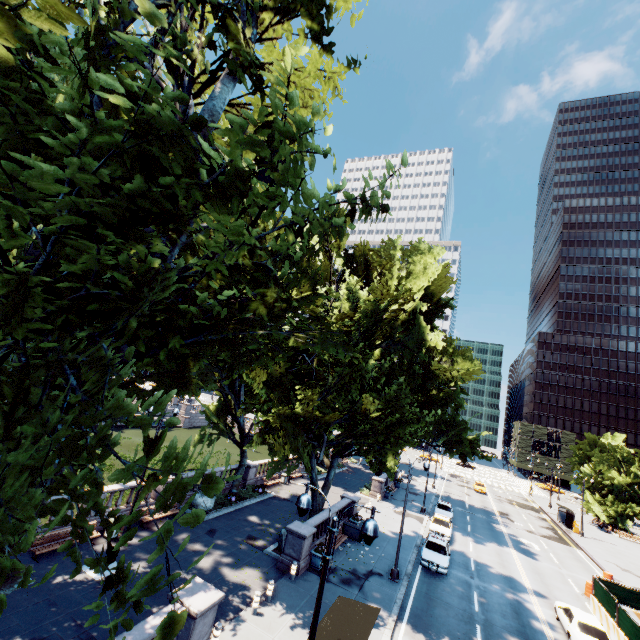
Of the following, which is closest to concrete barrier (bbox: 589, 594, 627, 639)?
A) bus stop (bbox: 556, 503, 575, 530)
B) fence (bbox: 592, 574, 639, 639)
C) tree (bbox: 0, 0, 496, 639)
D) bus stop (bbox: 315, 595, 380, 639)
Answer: fence (bbox: 592, 574, 639, 639)

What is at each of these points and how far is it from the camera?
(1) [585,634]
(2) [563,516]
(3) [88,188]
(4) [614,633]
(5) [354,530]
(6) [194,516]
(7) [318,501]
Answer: (1) vehicle, 17.1m
(2) bus stop, 46.4m
(3) tree, 3.4m
(4) concrete barrier, 19.2m
(5) container, 24.5m
(6) tree, 2.7m
(7) tree, 24.2m

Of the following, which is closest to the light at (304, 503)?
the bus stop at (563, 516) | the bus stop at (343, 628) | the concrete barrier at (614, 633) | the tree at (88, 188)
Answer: the bus stop at (343, 628)

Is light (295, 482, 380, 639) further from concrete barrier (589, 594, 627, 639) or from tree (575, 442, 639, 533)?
concrete barrier (589, 594, 627, 639)

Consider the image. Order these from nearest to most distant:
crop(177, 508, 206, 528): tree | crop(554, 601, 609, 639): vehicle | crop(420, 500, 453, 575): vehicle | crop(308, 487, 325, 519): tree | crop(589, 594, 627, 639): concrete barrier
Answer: crop(177, 508, 206, 528): tree < crop(554, 601, 609, 639): vehicle < crop(589, 594, 627, 639): concrete barrier < crop(420, 500, 453, 575): vehicle < crop(308, 487, 325, 519): tree

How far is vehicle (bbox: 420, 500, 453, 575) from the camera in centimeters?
2220cm

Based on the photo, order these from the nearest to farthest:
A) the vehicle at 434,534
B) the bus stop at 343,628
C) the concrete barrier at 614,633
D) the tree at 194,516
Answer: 1. the tree at 194,516
2. the bus stop at 343,628
3. the concrete barrier at 614,633
4. the vehicle at 434,534

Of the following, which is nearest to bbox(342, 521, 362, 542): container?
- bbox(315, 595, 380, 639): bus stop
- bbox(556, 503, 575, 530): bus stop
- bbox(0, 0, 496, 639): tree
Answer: bbox(0, 0, 496, 639): tree
